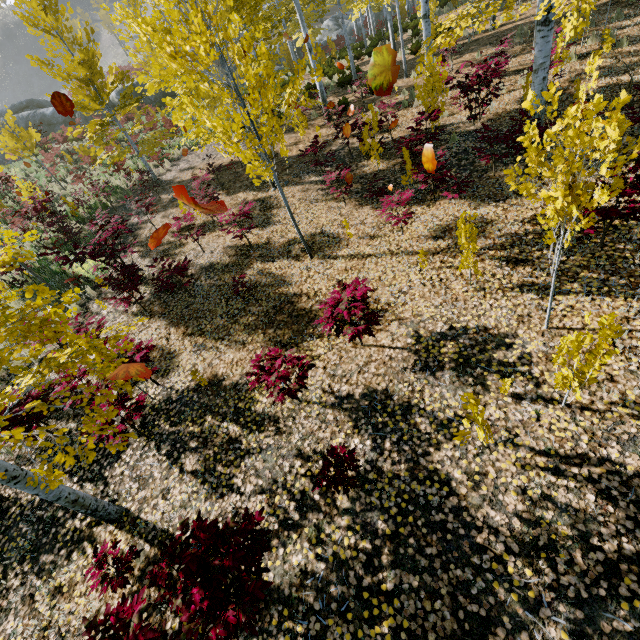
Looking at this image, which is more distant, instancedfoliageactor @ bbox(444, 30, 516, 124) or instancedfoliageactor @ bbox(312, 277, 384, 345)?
instancedfoliageactor @ bbox(444, 30, 516, 124)

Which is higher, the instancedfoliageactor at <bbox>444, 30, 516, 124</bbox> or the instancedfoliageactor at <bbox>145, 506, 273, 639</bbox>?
the instancedfoliageactor at <bbox>444, 30, 516, 124</bbox>

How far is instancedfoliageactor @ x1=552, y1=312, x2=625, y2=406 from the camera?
2.73m

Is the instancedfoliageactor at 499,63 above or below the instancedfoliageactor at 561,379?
above

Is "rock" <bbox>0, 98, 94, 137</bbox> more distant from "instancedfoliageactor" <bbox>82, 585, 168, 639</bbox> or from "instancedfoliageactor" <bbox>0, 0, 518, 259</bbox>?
"instancedfoliageactor" <bbox>82, 585, 168, 639</bbox>

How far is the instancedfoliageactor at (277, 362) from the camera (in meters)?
4.14

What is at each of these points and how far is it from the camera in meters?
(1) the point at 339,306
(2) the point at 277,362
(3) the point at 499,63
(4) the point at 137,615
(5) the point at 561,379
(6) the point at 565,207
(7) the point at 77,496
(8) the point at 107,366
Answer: (1) instancedfoliageactor, 4.2
(2) instancedfoliageactor, 4.1
(3) instancedfoliageactor, 7.9
(4) instancedfoliageactor, 2.6
(5) instancedfoliageactor, 3.4
(6) instancedfoliageactor, 3.3
(7) instancedfoliageactor, 4.0
(8) instancedfoliageactor, 3.7

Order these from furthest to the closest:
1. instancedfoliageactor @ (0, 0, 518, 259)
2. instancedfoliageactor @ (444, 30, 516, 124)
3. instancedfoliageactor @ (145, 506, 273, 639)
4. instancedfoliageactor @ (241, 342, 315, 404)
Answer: instancedfoliageactor @ (444, 30, 516, 124)
instancedfoliageactor @ (0, 0, 518, 259)
instancedfoliageactor @ (241, 342, 315, 404)
instancedfoliageactor @ (145, 506, 273, 639)
